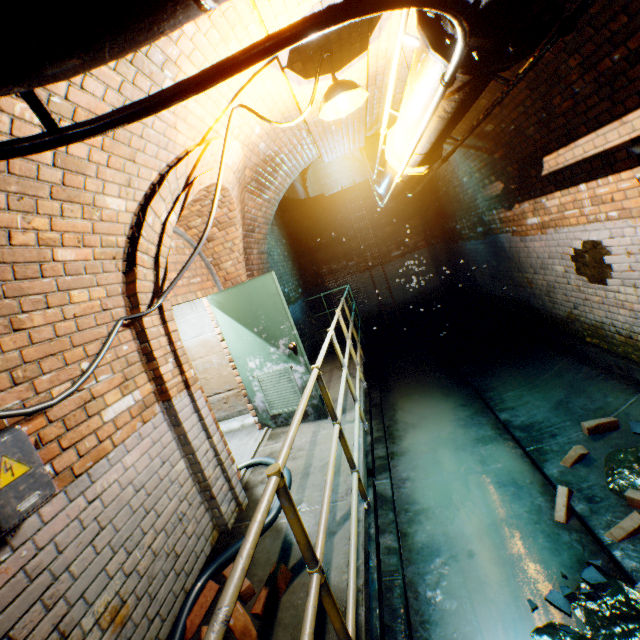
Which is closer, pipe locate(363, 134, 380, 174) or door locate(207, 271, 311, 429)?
door locate(207, 271, 311, 429)

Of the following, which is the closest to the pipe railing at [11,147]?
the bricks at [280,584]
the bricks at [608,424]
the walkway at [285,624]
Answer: the walkway at [285,624]

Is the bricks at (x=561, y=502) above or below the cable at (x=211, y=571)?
below

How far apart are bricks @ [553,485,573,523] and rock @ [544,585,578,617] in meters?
0.6 m

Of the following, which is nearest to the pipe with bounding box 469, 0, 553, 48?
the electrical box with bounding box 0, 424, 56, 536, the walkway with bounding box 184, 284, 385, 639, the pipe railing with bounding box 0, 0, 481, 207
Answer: the pipe railing with bounding box 0, 0, 481, 207

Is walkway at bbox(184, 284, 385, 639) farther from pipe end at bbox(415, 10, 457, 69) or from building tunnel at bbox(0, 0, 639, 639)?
pipe end at bbox(415, 10, 457, 69)

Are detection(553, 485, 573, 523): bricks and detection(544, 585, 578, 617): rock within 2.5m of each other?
yes

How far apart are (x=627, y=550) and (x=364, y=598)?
2.15m
